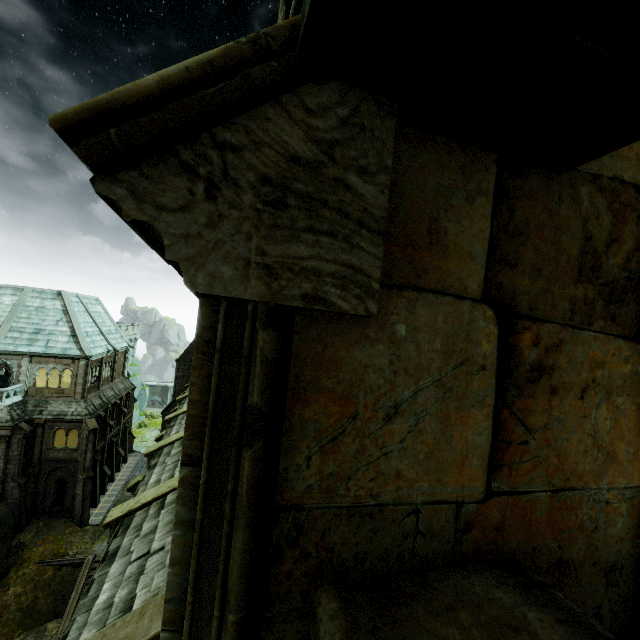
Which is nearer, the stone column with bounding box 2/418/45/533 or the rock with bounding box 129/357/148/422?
the stone column with bounding box 2/418/45/533

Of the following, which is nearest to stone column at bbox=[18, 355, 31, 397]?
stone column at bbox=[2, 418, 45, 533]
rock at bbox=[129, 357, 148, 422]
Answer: stone column at bbox=[2, 418, 45, 533]

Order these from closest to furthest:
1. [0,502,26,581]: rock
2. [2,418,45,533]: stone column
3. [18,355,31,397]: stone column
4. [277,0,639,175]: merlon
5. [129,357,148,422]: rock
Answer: [277,0,639,175]: merlon
[0,502,26,581]: rock
[2,418,45,533]: stone column
[18,355,31,397]: stone column
[129,357,148,422]: rock

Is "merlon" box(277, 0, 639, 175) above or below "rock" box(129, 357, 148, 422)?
above

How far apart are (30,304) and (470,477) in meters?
41.6

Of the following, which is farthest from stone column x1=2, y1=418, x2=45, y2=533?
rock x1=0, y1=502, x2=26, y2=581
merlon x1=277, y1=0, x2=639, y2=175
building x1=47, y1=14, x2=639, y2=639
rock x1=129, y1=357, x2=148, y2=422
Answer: merlon x1=277, y1=0, x2=639, y2=175

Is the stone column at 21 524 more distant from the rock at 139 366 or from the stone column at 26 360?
the rock at 139 366

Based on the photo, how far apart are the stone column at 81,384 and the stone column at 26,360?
3.4 meters
